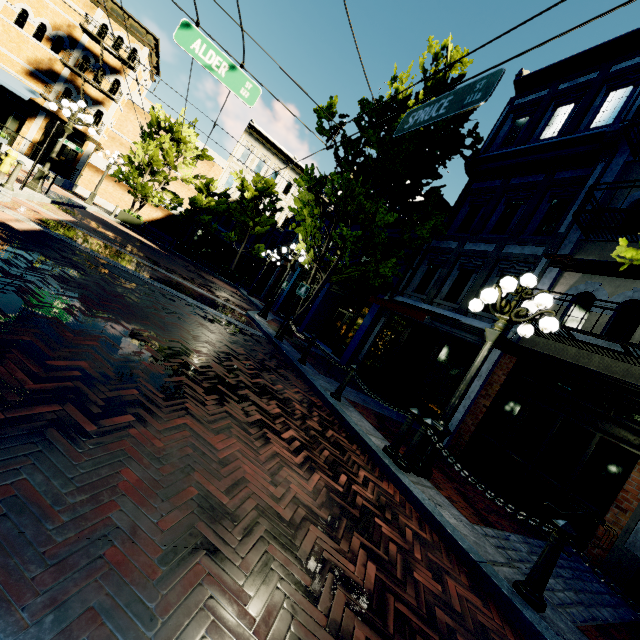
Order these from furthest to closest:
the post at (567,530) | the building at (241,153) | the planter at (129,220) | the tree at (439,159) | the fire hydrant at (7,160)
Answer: the building at (241,153)
the planter at (129,220)
the tree at (439,159)
the fire hydrant at (7,160)
the post at (567,530)

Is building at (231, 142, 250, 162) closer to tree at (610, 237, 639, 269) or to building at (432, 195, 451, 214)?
building at (432, 195, 451, 214)

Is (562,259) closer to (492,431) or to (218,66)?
(492,431)

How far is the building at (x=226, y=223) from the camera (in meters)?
30.92

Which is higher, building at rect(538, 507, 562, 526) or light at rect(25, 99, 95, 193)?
light at rect(25, 99, 95, 193)

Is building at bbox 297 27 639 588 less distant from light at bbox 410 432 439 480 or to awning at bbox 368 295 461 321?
awning at bbox 368 295 461 321

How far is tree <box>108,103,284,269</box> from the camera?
19.98m

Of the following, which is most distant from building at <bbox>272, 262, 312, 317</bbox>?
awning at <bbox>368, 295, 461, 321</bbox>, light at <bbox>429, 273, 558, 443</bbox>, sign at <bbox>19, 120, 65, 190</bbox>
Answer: sign at <bbox>19, 120, 65, 190</bbox>
